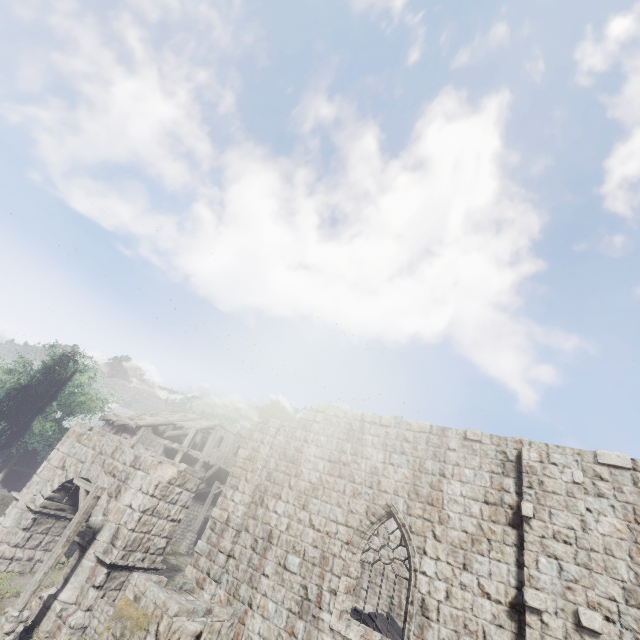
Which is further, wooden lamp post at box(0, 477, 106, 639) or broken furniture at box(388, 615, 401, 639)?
broken furniture at box(388, 615, 401, 639)

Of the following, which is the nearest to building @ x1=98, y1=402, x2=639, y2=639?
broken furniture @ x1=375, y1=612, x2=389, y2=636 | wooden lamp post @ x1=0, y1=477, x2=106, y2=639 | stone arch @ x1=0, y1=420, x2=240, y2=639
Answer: stone arch @ x1=0, y1=420, x2=240, y2=639

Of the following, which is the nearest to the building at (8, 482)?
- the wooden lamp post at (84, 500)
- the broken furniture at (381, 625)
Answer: the broken furniture at (381, 625)

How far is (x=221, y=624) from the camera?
9.0m

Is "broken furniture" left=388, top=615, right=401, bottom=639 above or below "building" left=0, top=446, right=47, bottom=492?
above

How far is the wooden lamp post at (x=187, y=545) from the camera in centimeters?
2252cm

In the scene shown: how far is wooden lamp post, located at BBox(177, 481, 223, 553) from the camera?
22.5m

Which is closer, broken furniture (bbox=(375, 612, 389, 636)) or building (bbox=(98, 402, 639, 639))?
building (bbox=(98, 402, 639, 639))
